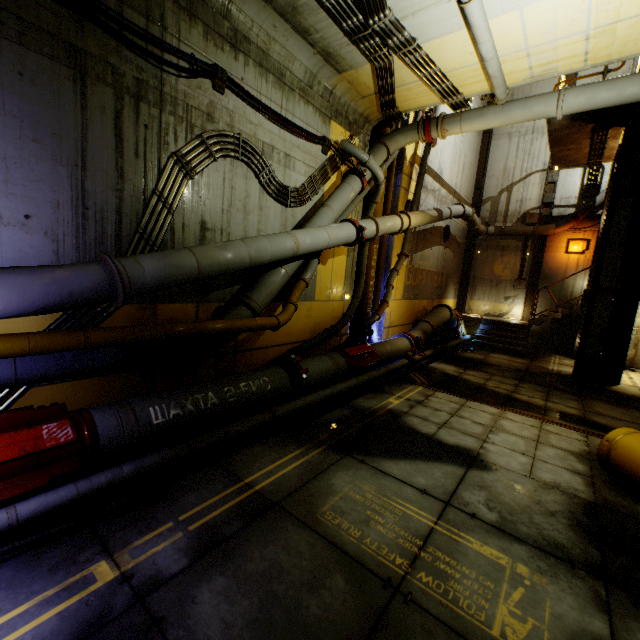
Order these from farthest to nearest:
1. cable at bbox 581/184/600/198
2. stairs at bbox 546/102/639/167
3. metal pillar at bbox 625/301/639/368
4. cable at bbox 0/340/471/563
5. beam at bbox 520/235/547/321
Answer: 1. beam at bbox 520/235/547/321
2. cable at bbox 581/184/600/198
3. metal pillar at bbox 625/301/639/368
4. stairs at bbox 546/102/639/167
5. cable at bbox 0/340/471/563

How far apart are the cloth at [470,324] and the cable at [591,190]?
7.2 meters

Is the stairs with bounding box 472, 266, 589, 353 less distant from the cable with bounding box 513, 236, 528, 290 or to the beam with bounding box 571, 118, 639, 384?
the beam with bounding box 571, 118, 639, 384

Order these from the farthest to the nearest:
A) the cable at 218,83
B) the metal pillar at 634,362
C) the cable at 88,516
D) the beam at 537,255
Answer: the beam at 537,255 < the metal pillar at 634,362 < the cable at 218,83 < the cable at 88,516

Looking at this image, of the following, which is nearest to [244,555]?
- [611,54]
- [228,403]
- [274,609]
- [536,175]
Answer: [274,609]

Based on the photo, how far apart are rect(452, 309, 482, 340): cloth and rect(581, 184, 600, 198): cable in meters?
7.2 m

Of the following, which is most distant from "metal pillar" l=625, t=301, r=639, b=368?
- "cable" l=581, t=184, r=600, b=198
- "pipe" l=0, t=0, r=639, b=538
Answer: "cable" l=581, t=184, r=600, b=198

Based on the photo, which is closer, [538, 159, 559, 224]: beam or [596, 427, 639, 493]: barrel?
[596, 427, 639, 493]: barrel
